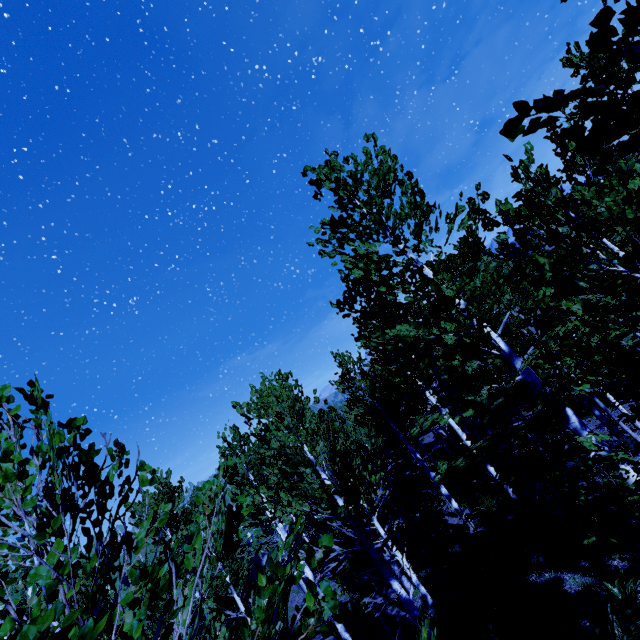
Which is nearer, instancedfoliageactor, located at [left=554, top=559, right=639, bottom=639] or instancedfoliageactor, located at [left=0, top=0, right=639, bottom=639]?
instancedfoliageactor, located at [left=0, top=0, right=639, bottom=639]

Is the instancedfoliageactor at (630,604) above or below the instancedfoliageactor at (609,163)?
below

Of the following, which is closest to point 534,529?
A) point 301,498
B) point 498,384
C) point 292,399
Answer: point 498,384

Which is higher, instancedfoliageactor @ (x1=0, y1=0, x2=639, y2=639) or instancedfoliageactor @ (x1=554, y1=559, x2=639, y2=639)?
instancedfoliageactor @ (x1=0, y1=0, x2=639, y2=639)

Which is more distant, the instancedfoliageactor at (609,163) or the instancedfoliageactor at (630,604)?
the instancedfoliageactor at (630,604)
